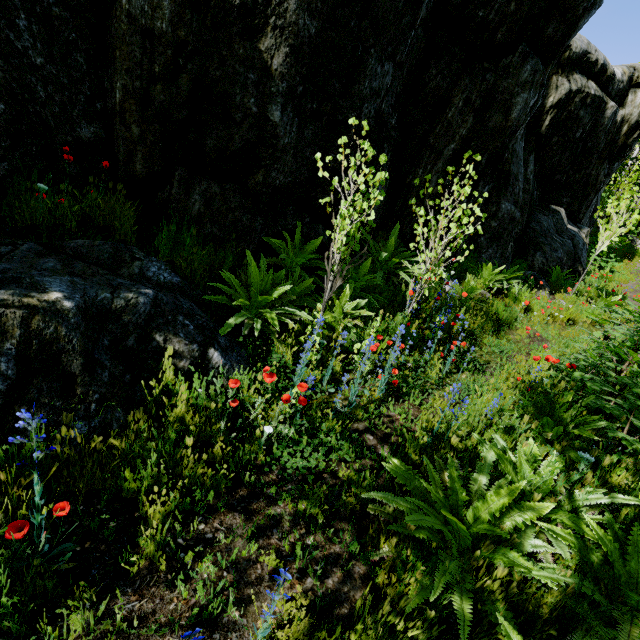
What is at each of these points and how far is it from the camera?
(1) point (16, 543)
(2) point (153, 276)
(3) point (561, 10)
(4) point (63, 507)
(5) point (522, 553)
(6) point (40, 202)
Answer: (1) instancedfoliageactor, 1.52m
(2) rock, 3.35m
(3) rock, 5.58m
(4) instancedfoliageactor, 1.62m
(5) instancedfoliageactor, 1.83m
(6) instancedfoliageactor, 3.09m

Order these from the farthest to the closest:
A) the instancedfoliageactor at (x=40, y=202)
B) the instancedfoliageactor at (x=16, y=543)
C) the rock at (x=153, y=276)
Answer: the instancedfoliageactor at (x=40, y=202)
the rock at (x=153, y=276)
the instancedfoliageactor at (x=16, y=543)

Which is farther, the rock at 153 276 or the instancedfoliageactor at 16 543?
the rock at 153 276

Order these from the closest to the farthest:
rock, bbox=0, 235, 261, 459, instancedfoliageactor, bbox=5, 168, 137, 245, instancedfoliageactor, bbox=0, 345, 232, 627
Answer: instancedfoliageactor, bbox=0, 345, 232, 627 → rock, bbox=0, 235, 261, 459 → instancedfoliageactor, bbox=5, 168, 137, 245

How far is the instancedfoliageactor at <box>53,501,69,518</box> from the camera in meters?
1.6

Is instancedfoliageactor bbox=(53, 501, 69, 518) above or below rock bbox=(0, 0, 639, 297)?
below

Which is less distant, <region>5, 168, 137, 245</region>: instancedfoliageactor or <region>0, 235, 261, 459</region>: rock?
<region>0, 235, 261, 459</region>: rock
